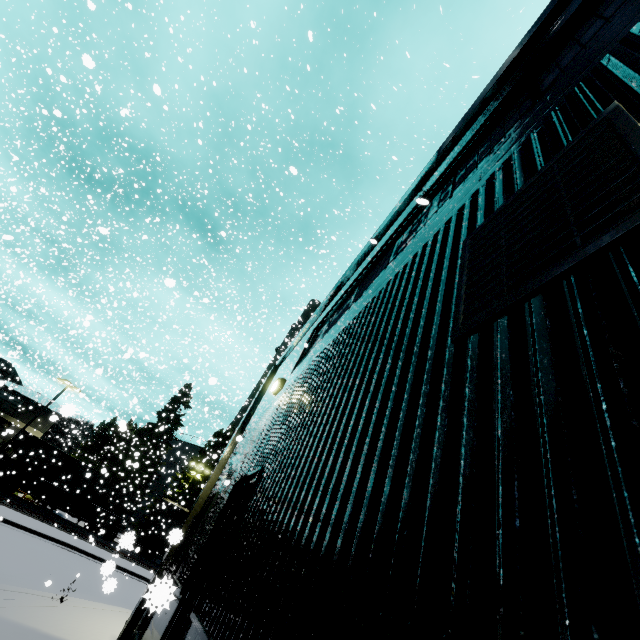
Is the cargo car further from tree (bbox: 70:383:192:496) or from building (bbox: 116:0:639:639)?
building (bbox: 116:0:639:639)

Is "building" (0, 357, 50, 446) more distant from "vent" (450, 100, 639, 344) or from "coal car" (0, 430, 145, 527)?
"coal car" (0, 430, 145, 527)

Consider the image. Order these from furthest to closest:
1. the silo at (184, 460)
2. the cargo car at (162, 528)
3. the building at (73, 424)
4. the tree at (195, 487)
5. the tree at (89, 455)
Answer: the silo at (184, 460)
the tree at (195, 487)
the tree at (89, 455)
the cargo car at (162, 528)
the building at (73, 424)

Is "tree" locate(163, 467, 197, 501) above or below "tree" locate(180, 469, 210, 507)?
below

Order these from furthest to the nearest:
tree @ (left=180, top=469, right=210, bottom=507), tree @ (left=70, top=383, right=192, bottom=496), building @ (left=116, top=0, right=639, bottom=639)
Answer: tree @ (left=180, top=469, right=210, bottom=507) → tree @ (left=70, top=383, right=192, bottom=496) → building @ (left=116, top=0, right=639, bottom=639)

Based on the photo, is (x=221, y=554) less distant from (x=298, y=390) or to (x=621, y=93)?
(x=298, y=390)

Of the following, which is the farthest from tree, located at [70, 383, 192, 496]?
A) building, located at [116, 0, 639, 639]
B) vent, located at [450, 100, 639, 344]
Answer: vent, located at [450, 100, 639, 344]

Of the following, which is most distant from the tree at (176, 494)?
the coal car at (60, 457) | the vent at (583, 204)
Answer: the vent at (583, 204)
